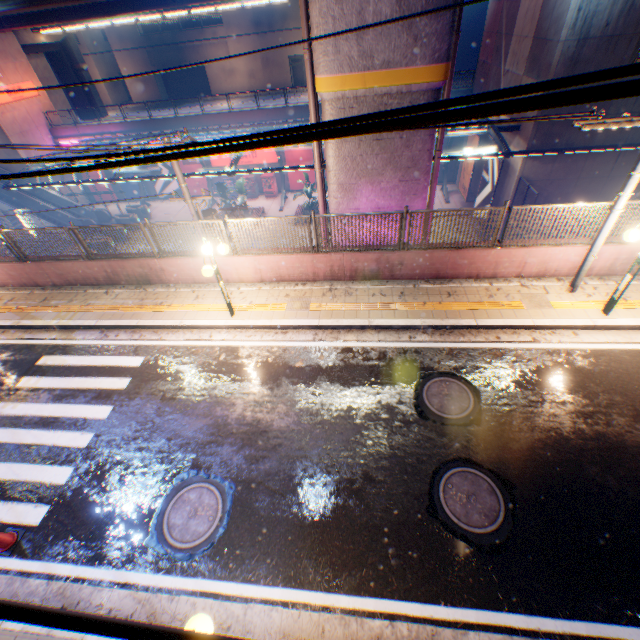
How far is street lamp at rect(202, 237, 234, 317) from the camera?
7.9m

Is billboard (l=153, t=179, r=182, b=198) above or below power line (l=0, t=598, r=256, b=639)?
below

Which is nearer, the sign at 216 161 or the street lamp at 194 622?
the street lamp at 194 622

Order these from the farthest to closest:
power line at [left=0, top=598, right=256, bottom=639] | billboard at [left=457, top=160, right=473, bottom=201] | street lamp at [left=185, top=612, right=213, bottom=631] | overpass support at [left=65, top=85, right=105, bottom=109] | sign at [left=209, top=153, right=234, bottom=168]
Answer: overpass support at [left=65, top=85, right=105, bottom=109]
sign at [left=209, top=153, right=234, bottom=168]
billboard at [left=457, top=160, right=473, bottom=201]
street lamp at [left=185, top=612, right=213, bottom=631]
power line at [left=0, top=598, right=256, bottom=639]

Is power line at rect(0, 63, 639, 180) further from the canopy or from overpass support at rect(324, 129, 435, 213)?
the canopy

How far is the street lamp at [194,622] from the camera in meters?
3.1 m

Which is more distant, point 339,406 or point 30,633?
point 339,406

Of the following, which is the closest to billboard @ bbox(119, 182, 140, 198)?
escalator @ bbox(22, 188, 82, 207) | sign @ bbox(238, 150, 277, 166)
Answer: escalator @ bbox(22, 188, 82, 207)
